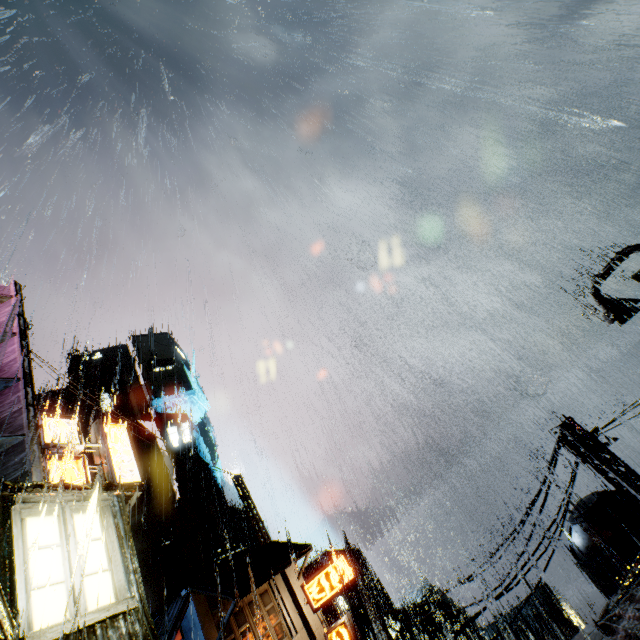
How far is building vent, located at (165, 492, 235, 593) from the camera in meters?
37.3 m

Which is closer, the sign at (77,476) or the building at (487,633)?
the sign at (77,476)

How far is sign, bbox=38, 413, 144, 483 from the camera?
10.95m

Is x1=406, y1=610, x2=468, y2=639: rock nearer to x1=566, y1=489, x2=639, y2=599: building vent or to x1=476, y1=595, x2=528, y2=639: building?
x1=476, y1=595, x2=528, y2=639: building

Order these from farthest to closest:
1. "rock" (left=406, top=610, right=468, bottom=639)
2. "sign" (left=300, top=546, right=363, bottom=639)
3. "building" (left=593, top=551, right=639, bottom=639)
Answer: "rock" (left=406, top=610, right=468, bottom=639)
"sign" (left=300, top=546, right=363, bottom=639)
"building" (left=593, top=551, right=639, bottom=639)

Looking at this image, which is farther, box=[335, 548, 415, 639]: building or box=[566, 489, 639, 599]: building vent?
box=[335, 548, 415, 639]: building

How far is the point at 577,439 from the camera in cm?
1275

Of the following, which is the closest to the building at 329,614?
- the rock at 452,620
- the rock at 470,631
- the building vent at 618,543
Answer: the building vent at 618,543
